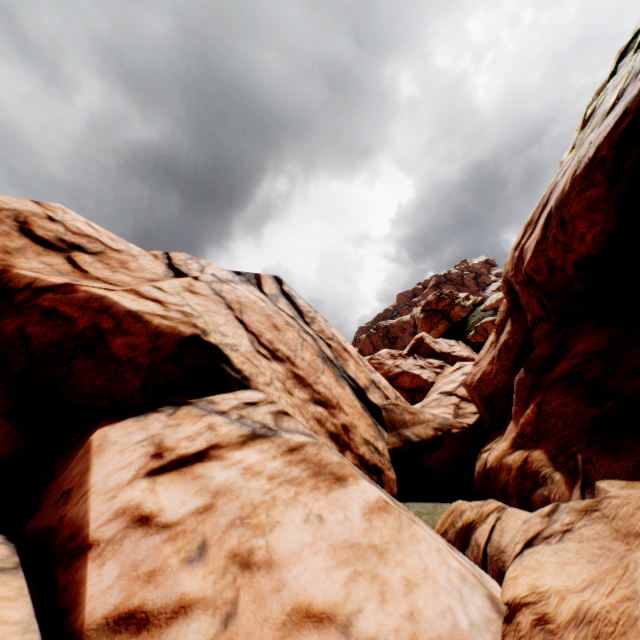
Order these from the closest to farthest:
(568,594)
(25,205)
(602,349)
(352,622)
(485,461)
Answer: (568,594) → (352,622) → (602,349) → (485,461) → (25,205)
